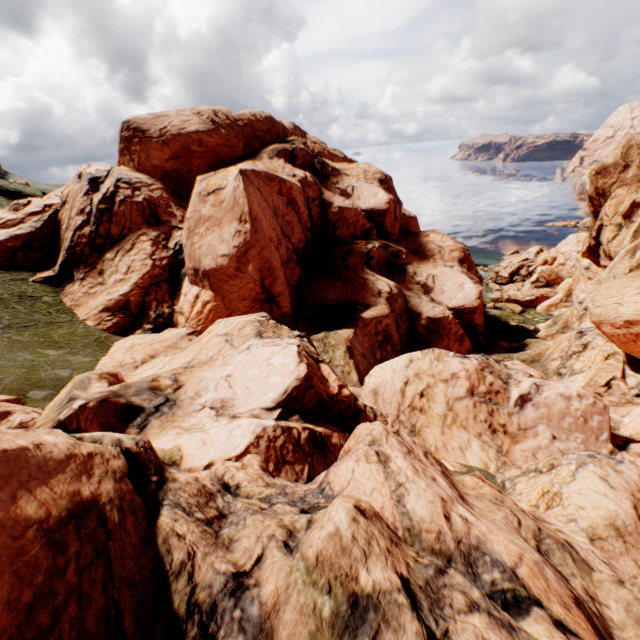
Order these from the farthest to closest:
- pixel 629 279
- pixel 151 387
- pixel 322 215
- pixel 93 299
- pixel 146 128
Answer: pixel 322 215
pixel 146 128
pixel 93 299
pixel 629 279
pixel 151 387
